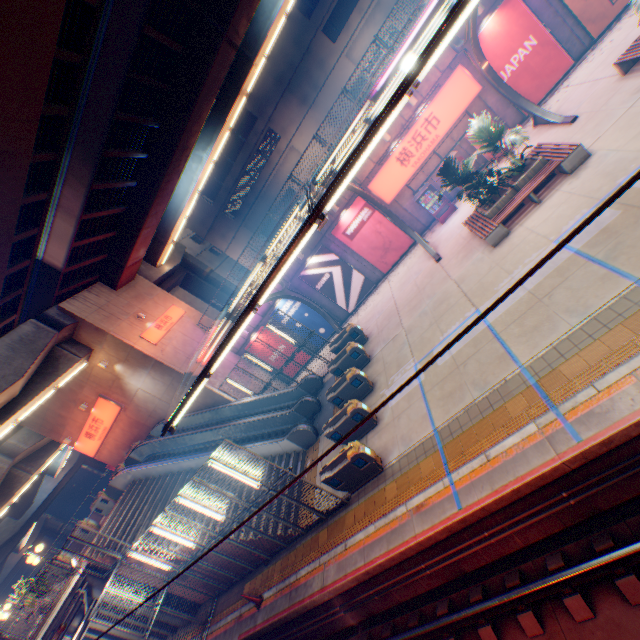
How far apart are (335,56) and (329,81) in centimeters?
207cm

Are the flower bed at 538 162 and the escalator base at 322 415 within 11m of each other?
no

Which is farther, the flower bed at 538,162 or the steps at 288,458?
the steps at 288,458

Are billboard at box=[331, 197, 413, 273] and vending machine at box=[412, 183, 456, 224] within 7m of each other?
yes

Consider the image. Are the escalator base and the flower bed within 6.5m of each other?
no

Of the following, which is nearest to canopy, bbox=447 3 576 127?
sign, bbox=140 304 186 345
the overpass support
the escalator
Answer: the escalator

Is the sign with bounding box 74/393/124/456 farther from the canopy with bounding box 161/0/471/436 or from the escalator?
the canopy with bounding box 161/0/471/436

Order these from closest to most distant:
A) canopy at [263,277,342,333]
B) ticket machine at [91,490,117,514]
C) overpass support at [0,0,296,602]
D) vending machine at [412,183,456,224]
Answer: overpass support at [0,0,296,602] < vending machine at [412,183,456,224] < canopy at [263,277,342,333] < ticket machine at [91,490,117,514]
